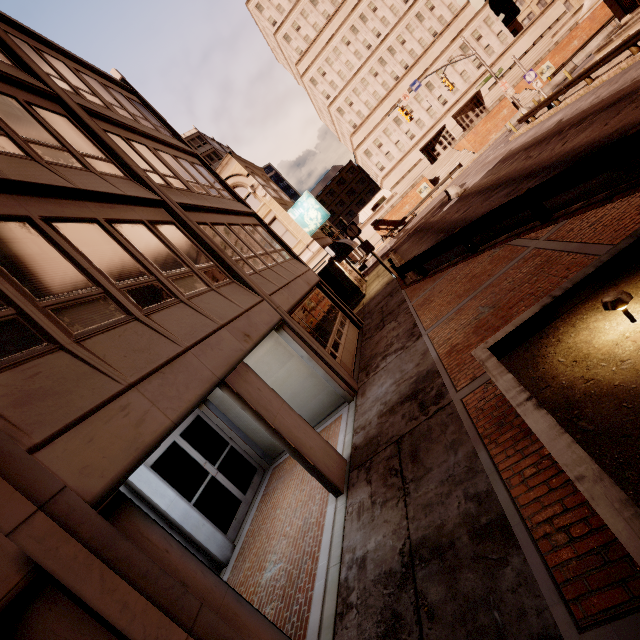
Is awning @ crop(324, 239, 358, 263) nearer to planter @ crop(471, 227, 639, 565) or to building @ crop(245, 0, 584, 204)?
planter @ crop(471, 227, 639, 565)

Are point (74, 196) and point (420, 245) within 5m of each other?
no

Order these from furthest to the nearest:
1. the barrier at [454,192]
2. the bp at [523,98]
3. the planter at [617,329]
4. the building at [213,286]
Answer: the bp at [523,98]
the barrier at [454,192]
the building at [213,286]
the planter at [617,329]

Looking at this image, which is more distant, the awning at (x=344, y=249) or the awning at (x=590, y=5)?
the awning at (x=344, y=249)

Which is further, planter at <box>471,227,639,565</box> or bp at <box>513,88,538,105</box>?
bp at <box>513,88,538,105</box>

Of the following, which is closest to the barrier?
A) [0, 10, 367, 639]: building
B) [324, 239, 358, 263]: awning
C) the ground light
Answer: [324, 239, 358, 263]: awning

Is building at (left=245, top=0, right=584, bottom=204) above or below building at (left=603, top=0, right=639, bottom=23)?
above

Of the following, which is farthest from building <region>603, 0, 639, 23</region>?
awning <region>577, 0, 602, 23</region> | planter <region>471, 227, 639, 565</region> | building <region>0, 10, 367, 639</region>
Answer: building <region>0, 10, 367, 639</region>
